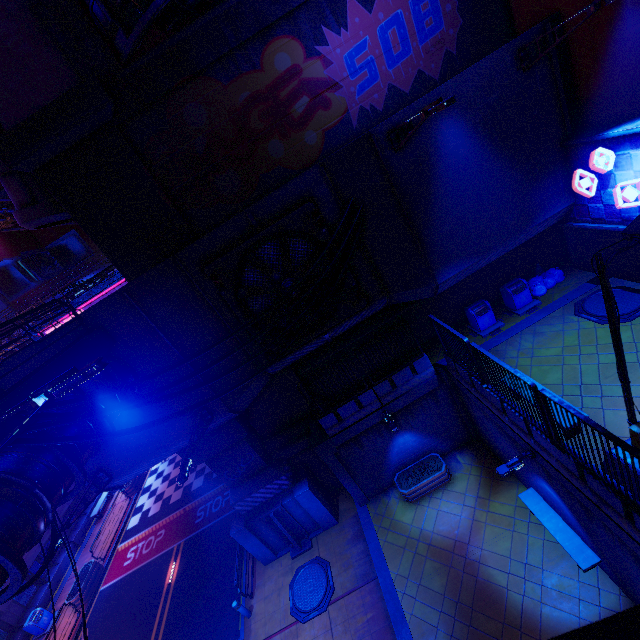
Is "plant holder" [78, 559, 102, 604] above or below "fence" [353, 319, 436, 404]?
below

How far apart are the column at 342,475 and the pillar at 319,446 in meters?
0.0

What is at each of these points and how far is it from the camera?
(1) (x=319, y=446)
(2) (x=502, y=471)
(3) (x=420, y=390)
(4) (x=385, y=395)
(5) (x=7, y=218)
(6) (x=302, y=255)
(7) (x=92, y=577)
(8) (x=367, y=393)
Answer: (1) pillar, 13.08m
(2) street light, 8.84m
(3) beam, 12.98m
(4) fence, 12.98m
(5) pipe, 29.47m
(6) vent, 11.07m
(7) plant holder, 19.58m
(8) fence, 12.83m

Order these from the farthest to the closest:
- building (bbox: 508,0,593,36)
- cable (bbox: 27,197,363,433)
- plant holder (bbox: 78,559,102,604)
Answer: plant holder (bbox: 78,559,102,604) → building (bbox: 508,0,593,36) → cable (bbox: 27,197,363,433)

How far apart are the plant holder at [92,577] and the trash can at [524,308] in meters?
27.6 m

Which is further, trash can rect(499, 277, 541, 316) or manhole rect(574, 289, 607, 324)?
trash can rect(499, 277, 541, 316)

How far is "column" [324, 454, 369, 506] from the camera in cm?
1347

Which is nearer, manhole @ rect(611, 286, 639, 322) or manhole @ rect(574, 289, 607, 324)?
manhole @ rect(611, 286, 639, 322)
